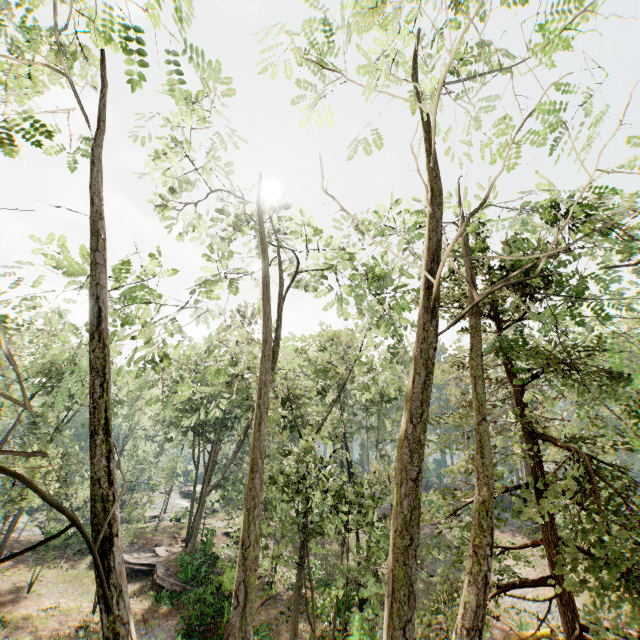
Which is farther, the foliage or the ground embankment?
the ground embankment

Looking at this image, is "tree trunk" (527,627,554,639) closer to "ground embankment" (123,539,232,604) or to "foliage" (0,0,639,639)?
"foliage" (0,0,639,639)

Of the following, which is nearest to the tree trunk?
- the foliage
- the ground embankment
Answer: the foliage

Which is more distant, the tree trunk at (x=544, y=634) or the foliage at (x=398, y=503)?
the tree trunk at (x=544, y=634)

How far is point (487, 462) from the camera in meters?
3.3

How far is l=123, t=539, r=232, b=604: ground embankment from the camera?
17.3m

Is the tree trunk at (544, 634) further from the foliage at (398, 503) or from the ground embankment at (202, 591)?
the ground embankment at (202, 591)
